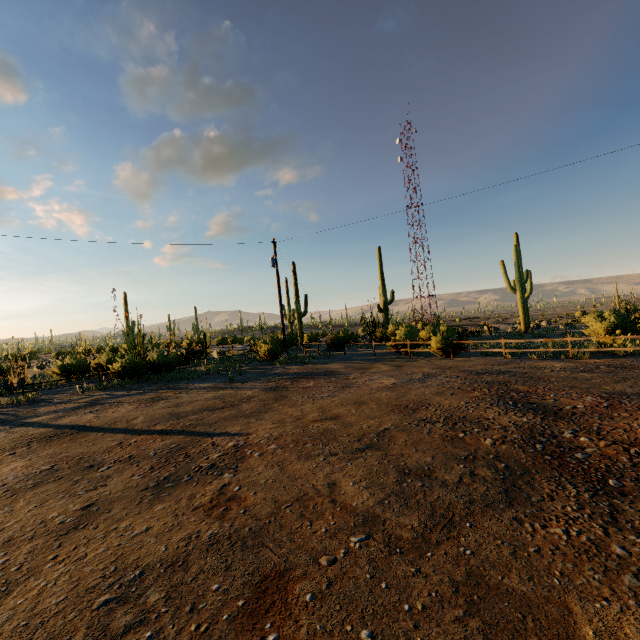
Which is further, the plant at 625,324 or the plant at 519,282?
the plant at 519,282

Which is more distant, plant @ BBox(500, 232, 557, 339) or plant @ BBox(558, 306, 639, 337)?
plant @ BBox(500, 232, 557, 339)

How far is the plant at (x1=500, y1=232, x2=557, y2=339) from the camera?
27.72m

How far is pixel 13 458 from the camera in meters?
6.3

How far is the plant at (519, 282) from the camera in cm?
2772
